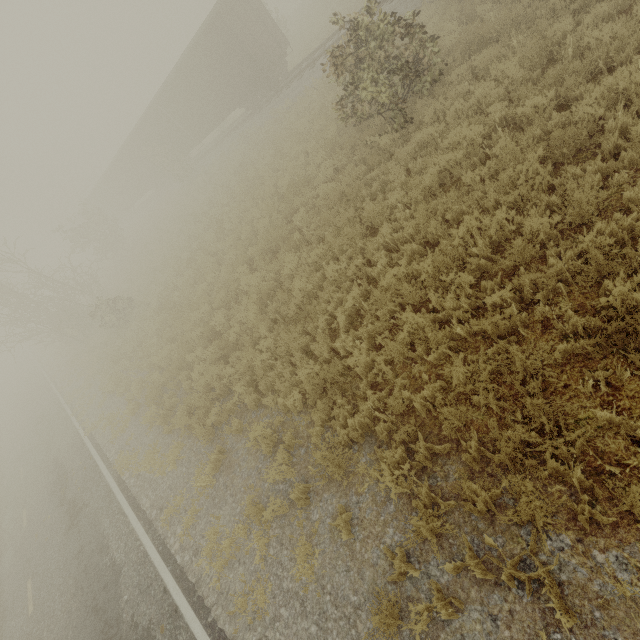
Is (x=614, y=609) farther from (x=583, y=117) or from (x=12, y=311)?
(x=12, y=311)
